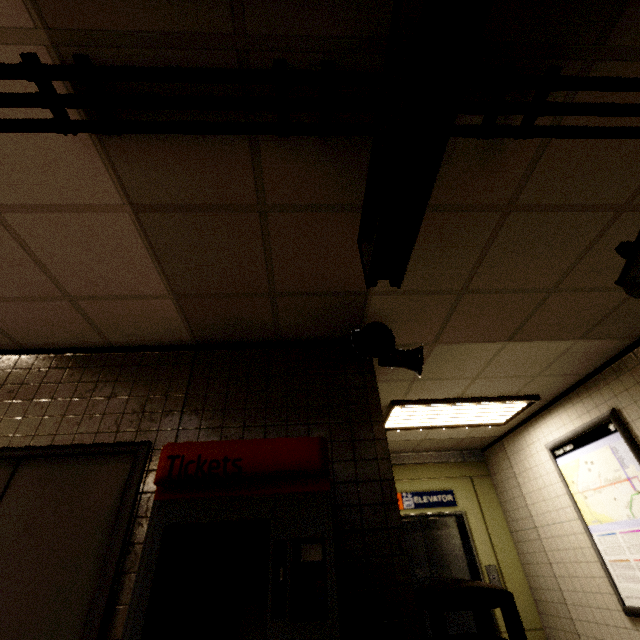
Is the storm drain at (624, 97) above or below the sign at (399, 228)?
above

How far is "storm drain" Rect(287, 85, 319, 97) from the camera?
1.4 meters

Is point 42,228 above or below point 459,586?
above

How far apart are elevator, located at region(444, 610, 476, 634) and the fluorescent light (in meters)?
2.13

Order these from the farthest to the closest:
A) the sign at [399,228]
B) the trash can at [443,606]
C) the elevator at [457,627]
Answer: the elevator at [457,627], the trash can at [443,606], the sign at [399,228]

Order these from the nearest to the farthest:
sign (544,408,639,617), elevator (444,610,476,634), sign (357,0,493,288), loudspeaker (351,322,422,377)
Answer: sign (357,0,493,288) → loudspeaker (351,322,422,377) → sign (544,408,639,617) → elevator (444,610,476,634)

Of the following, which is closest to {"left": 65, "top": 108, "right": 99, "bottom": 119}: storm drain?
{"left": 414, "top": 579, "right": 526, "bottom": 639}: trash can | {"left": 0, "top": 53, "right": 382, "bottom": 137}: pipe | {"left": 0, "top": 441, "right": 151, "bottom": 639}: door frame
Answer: {"left": 0, "top": 53, "right": 382, "bottom": 137}: pipe
